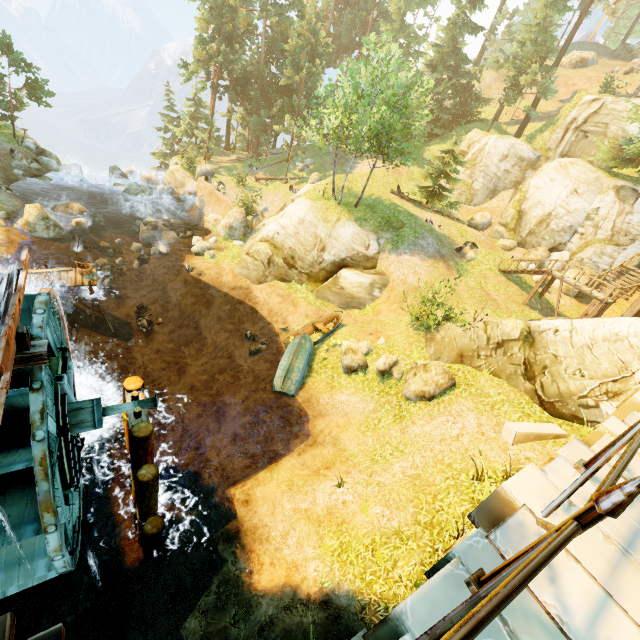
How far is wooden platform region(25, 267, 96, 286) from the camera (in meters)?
15.46

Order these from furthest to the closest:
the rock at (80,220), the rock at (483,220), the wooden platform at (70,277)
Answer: the rock at (483,220) → the rock at (80,220) → the wooden platform at (70,277)

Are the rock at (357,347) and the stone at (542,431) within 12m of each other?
yes

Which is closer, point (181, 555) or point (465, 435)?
point (181, 555)

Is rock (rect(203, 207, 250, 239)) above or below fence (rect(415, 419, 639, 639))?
below

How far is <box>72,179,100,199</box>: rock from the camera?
29.0m

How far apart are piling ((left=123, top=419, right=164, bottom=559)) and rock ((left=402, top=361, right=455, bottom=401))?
8.7m

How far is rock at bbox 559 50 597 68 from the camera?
45.2m
